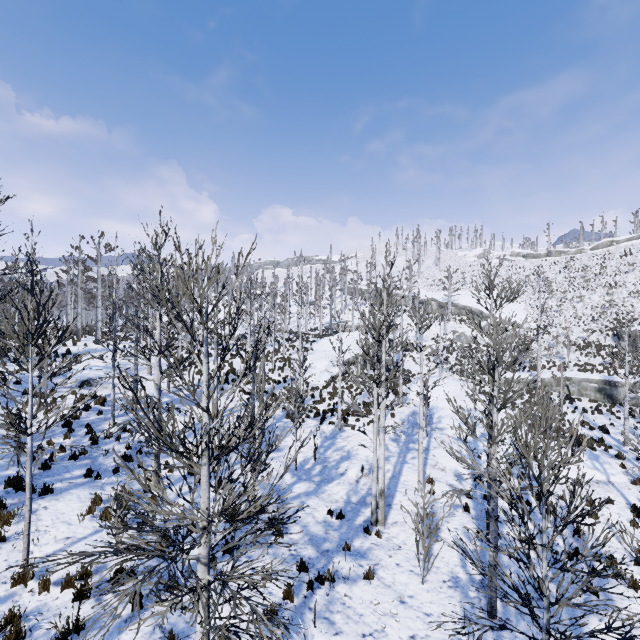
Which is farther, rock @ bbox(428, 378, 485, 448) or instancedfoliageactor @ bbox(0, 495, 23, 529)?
rock @ bbox(428, 378, 485, 448)

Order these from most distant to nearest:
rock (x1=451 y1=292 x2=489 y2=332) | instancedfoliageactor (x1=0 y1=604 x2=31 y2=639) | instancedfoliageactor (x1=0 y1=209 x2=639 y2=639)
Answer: rock (x1=451 y1=292 x2=489 y2=332), instancedfoliageactor (x1=0 y1=604 x2=31 y2=639), instancedfoliageactor (x1=0 y1=209 x2=639 y2=639)

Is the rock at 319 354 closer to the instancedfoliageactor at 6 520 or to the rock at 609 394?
the instancedfoliageactor at 6 520

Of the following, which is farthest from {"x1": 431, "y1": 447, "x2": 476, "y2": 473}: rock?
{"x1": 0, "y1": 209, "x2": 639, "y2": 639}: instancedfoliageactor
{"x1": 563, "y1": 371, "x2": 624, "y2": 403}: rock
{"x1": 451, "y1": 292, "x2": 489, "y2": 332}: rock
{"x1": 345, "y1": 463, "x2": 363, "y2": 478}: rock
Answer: {"x1": 451, "y1": 292, "x2": 489, "y2": 332}: rock

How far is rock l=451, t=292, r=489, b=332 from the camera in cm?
4656

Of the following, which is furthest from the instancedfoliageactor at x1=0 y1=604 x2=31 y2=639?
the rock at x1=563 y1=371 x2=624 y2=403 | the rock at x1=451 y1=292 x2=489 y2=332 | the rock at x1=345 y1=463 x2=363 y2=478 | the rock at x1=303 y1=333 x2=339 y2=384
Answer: the rock at x1=451 y1=292 x2=489 y2=332

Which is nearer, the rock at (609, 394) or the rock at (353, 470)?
the rock at (353, 470)

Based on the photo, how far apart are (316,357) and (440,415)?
14.6 meters
